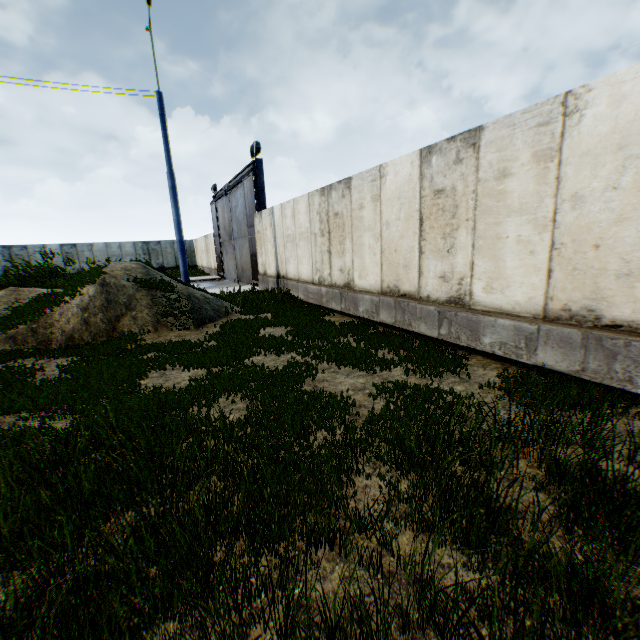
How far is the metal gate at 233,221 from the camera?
15.58m

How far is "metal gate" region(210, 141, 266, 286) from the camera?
15.58m

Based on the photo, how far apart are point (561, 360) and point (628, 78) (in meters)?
3.36
